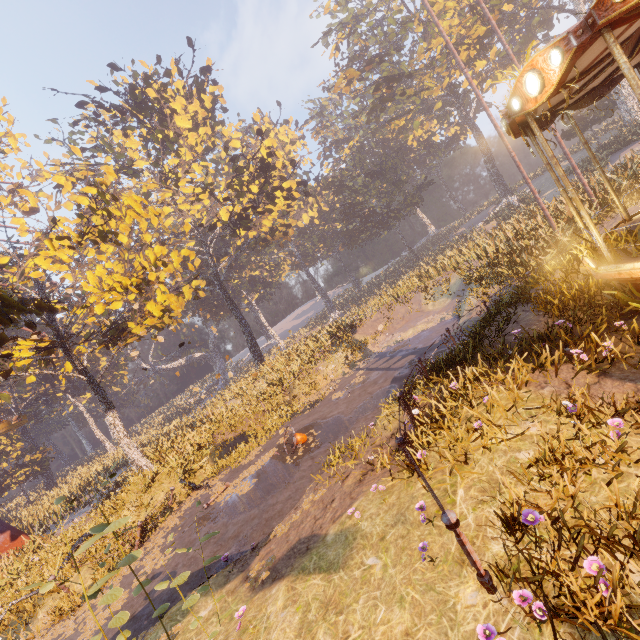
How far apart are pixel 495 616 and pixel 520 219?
18.9 meters

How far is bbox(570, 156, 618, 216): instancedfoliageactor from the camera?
13.2m

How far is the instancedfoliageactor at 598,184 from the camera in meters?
13.2

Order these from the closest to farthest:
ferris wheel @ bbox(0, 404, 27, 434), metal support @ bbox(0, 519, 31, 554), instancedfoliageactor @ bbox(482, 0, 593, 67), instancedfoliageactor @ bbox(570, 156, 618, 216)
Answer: instancedfoliageactor @ bbox(570, 156, 618, 216), metal support @ bbox(0, 519, 31, 554), ferris wheel @ bbox(0, 404, 27, 434), instancedfoliageactor @ bbox(482, 0, 593, 67)

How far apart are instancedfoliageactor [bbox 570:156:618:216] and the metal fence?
21.52m

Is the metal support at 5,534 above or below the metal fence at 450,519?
above

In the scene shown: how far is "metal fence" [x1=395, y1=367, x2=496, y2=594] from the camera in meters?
3.2 m

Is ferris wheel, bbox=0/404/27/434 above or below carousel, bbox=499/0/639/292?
above
